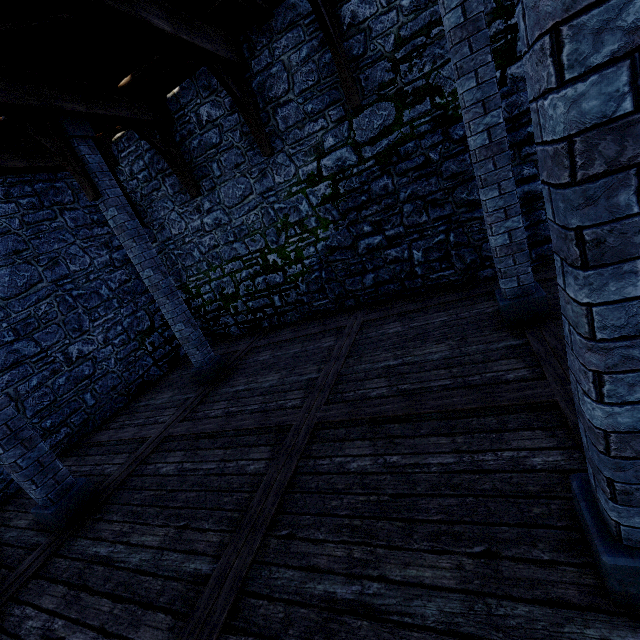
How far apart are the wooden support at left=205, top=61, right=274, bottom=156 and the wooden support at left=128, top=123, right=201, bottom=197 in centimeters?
205cm

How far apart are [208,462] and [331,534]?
Result: 2.3 meters

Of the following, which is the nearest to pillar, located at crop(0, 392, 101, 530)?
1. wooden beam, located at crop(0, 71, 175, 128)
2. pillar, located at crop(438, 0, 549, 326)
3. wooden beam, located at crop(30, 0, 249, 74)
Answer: wooden beam, located at crop(0, 71, 175, 128)

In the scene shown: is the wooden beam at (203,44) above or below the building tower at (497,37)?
above

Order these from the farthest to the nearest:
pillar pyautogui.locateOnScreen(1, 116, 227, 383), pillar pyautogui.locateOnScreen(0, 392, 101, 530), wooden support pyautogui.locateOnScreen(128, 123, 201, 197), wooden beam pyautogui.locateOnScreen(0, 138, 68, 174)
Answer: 1. wooden support pyautogui.locateOnScreen(128, 123, 201, 197)
2. wooden beam pyautogui.locateOnScreen(0, 138, 68, 174)
3. pillar pyautogui.locateOnScreen(1, 116, 227, 383)
4. pillar pyautogui.locateOnScreen(0, 392, 101, 530)

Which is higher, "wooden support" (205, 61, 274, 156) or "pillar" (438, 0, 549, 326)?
Answer: "wooden support" (205, 61, 274, 156)

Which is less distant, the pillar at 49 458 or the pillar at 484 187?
the pillar at 484 187

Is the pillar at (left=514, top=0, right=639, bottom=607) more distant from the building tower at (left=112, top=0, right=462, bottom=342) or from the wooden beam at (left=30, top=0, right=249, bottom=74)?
the building tower at (left=112, top=0, right=462, bottom=342)
